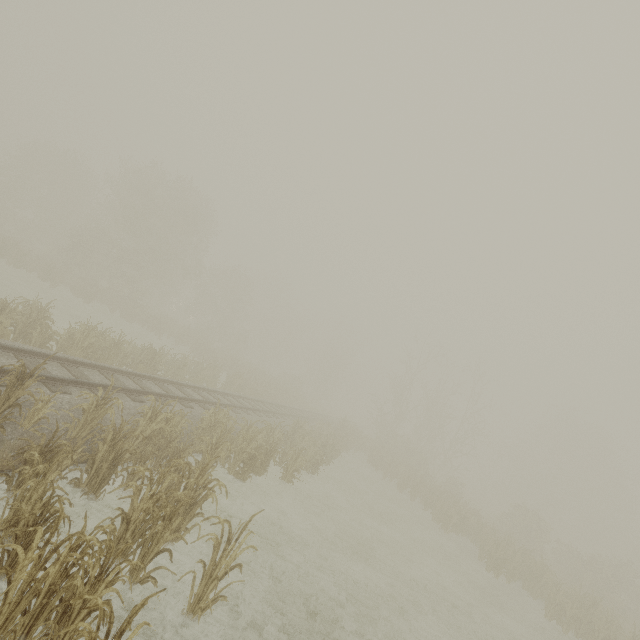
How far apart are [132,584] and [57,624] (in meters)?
1.25
